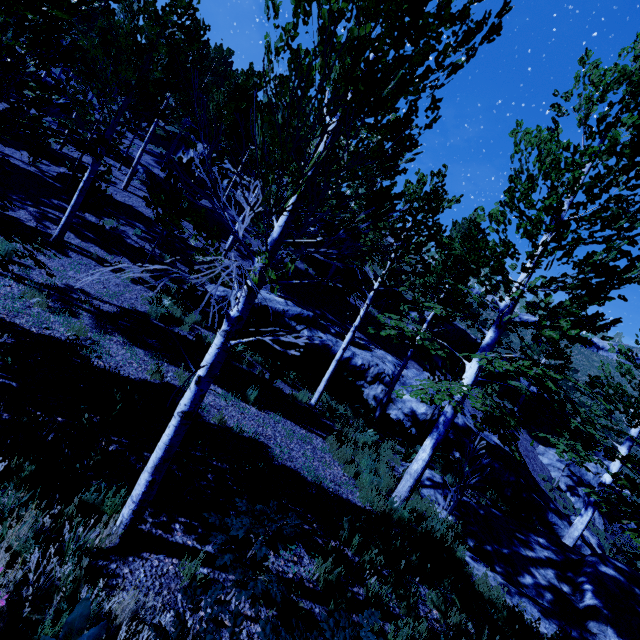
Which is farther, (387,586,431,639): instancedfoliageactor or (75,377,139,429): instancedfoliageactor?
(75,377,139,429): instancedfoliageactor

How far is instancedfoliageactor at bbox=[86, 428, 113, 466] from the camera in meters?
3.7 m

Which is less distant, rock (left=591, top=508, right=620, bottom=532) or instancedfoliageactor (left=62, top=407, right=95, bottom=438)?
instancedfoliageactor (left=62, top=407, right=95, bottom=438)

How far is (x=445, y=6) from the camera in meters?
1.9 m

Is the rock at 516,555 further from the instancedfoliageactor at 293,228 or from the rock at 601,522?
the rock at 601,522

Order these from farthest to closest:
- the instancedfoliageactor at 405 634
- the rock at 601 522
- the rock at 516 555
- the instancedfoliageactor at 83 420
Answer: the rock at 601 522 → the rock at 516 555 → the instancedfoliageactor at 83 420 → the instancedfoliageactor at 405 634

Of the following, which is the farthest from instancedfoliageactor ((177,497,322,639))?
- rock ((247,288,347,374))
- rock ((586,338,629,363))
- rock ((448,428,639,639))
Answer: rock ((586,338,629,363))
